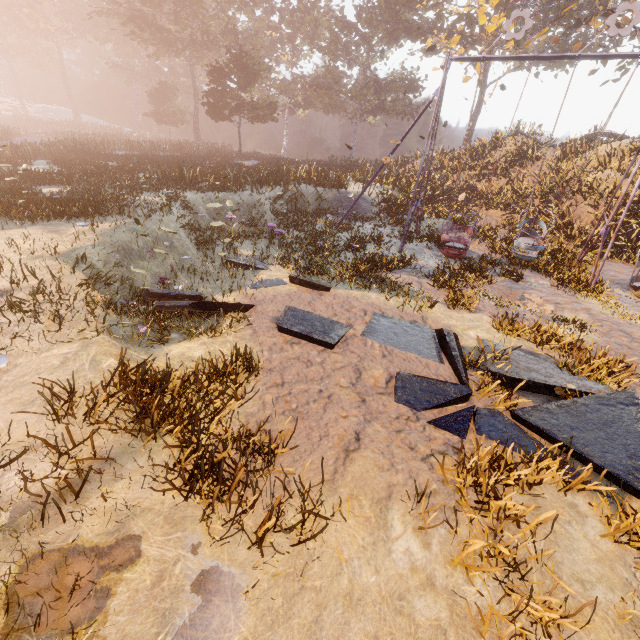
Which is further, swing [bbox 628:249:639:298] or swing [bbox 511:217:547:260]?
swing [bbox 511:217:547:260]

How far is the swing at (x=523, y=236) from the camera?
11.6m

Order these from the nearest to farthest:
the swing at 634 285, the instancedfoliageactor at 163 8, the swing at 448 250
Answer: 1. the swing at 634 285
2. the instancedfoliageactor at 163 8
3. the swing at 448 250

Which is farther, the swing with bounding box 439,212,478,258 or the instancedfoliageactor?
the swing with bounding box 439,212,478,258

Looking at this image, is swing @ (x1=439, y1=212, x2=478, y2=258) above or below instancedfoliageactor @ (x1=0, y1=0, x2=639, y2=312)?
below

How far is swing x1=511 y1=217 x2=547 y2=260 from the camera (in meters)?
11.57

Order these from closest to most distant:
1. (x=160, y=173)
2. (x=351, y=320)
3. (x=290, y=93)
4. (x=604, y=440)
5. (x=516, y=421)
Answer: (x=604, y=440) → (x=516, y=421) → (x=351, y=320) → (x=160, y=173) → (x=290, y=93)
